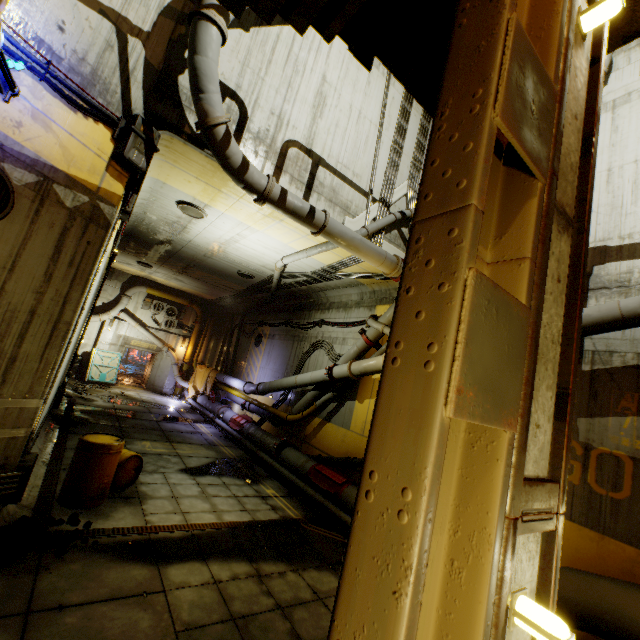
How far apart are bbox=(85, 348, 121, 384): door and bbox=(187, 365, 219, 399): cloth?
4.2 meters

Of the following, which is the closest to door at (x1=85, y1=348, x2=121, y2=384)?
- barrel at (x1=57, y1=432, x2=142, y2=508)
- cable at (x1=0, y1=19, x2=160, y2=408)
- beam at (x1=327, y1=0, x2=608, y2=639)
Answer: cable at (x1=0, y1=19, x2=160, y2=408)

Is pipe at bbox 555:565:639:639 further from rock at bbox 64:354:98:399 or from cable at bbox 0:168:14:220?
cable at bbox 0:168:14:220

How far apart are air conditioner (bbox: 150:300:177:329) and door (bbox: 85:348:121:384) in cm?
285

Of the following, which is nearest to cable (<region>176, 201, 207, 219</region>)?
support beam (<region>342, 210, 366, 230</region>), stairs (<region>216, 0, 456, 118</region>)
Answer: support beam (<region>342, 210, 366, 230</region>)

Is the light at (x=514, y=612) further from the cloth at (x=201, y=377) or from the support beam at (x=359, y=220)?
the cloth at (x=201, y=377)

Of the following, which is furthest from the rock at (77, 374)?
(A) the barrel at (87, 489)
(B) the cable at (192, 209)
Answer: (B) the cable at (192, 209)

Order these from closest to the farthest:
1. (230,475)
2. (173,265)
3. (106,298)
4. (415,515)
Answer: (415,515) → (230,475) → (173,265) → (106,298)
